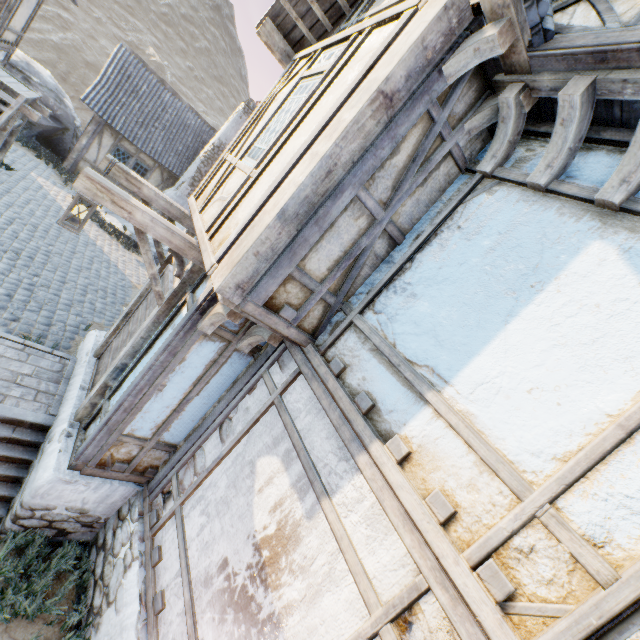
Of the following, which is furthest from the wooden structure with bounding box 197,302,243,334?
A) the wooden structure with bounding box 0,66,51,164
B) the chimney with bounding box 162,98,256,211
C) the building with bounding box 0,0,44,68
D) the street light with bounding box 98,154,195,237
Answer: the chimney with bounding box 162,98,256,211

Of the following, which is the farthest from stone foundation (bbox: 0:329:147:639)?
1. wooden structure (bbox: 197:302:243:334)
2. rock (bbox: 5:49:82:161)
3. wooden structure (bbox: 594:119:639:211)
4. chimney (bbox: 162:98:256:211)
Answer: rock (bbox: 5:49:82:161)

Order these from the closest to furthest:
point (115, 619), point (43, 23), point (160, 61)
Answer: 1. point (115, 619)
2. point (43, 23)
3. point (160, 61)

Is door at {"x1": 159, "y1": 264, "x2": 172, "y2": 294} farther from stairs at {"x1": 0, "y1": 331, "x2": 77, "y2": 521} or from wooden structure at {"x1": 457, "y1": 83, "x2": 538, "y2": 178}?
wooden structure at {"x1": 457, "y1": 83, "x2": 538, "y2": 178}

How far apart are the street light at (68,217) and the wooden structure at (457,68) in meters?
3.7

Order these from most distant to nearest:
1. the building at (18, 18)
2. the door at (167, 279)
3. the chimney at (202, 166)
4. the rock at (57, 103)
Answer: the chimney at (202, 166), the rock at (57, 103), the building at (18, 18), the door at (167, 279)

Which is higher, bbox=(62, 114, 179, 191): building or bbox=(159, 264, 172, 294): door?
bbox=(159, 264, 172, 294): door

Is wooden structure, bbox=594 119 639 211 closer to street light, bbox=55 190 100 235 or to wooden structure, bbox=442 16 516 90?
wooden structure, bbox=442 16 516 90
